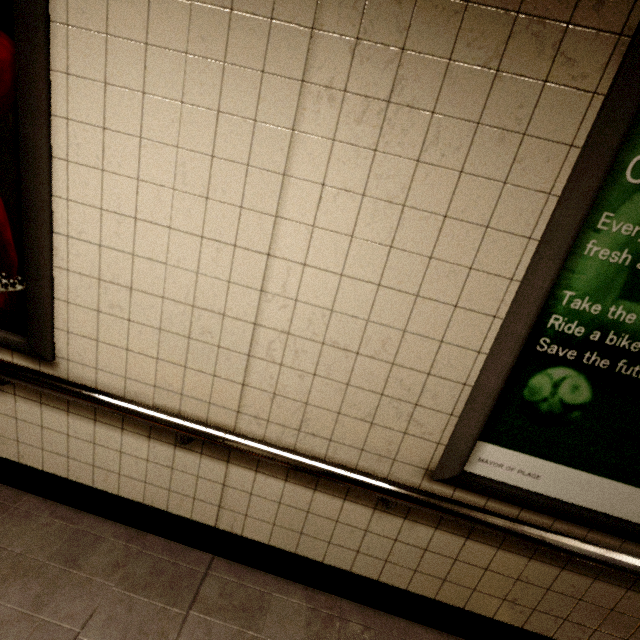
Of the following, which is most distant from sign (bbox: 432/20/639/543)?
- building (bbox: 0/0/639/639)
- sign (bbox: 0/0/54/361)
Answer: sign (bbox: 0/0/54/361)

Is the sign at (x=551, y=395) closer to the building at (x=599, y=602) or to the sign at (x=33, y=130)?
the building at (x=599, y=602)

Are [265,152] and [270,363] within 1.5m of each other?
yes

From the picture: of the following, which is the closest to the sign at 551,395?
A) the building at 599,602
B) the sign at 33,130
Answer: the building at 599,602

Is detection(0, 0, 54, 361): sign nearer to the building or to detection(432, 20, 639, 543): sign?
the building
